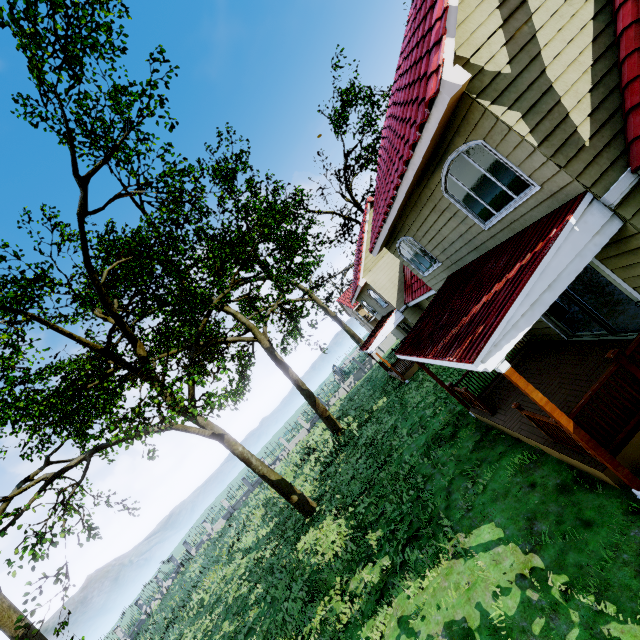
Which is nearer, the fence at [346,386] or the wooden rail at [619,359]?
the wooden rail at [619,359]

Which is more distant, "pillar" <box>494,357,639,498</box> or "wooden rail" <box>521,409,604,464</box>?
"wooden rail" <box>521,409,604,464</box>

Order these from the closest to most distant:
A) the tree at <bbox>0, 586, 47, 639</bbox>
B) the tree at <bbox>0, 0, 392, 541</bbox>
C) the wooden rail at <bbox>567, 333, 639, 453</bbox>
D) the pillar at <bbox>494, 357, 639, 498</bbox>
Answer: the pillar at <bbox>494, 357, 639, 498</bbox>, the wooden rail at <bbox>567, 333, 639, 453</bbox>, the tree at <bbox>0, 586, 47, 639</bbox>, the tree at <bbox>0, 0, 392, 541</bbox>

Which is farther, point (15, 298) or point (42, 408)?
point (42, 408)

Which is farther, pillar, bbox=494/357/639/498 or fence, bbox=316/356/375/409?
fence, bbox=316/356/375/409

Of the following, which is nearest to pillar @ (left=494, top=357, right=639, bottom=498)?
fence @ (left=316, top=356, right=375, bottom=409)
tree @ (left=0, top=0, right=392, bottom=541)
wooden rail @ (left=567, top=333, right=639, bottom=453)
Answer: wooden rail @ (left=567, top=333, right=639, bottom=453)

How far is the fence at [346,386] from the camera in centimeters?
3803cm

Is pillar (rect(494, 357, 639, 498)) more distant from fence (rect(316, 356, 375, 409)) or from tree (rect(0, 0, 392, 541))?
fence (rect(316, 356, 375, 409))
